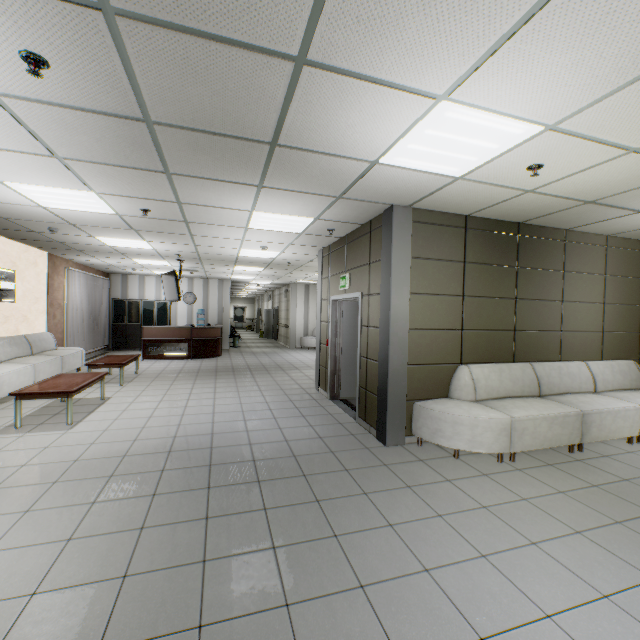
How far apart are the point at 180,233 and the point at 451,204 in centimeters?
490cm

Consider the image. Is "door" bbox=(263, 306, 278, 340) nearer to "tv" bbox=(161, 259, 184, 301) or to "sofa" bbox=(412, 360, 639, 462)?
"tv" bbox=(161, 259, 184, 301)

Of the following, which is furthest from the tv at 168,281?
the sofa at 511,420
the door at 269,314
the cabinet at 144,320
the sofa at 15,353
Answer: the door at 269,314

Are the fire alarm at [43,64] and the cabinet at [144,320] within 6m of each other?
no

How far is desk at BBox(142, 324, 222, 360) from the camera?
11.24m

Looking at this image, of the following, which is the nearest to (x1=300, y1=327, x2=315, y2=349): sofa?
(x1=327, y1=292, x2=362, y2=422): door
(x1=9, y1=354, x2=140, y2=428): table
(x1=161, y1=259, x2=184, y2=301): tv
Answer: (x1=161, y1=259, x2=184, y2=301): tv

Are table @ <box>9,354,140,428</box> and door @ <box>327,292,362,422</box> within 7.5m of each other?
yes

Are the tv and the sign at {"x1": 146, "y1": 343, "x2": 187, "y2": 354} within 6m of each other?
yes
